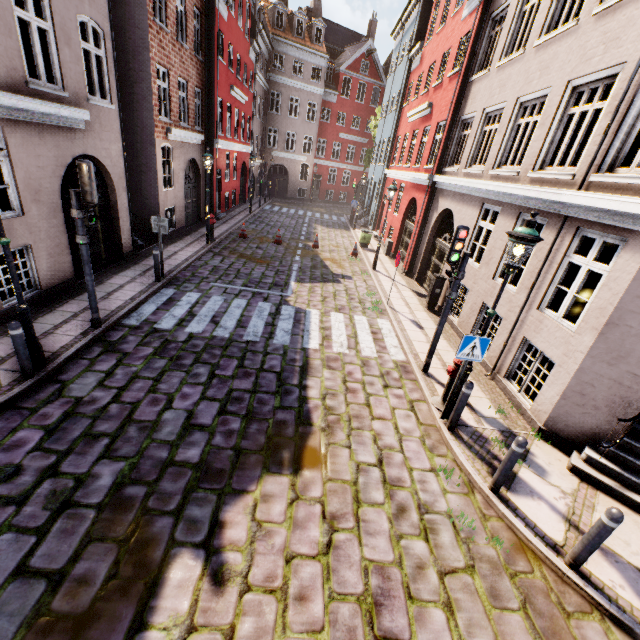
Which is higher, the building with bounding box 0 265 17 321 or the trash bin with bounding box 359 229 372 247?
the trash bin with bounding box 359 229 372 247

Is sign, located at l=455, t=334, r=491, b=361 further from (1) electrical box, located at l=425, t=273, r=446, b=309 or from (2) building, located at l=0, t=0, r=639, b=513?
(1) electrical box, located at l=425, t=273, r=446, b=309

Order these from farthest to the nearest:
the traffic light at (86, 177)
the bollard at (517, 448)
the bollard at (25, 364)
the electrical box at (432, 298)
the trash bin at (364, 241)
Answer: the trash bin at (364, 241) < the electrical box at (432, 298) < the traffic light at (86, 177) < the bollard at (25, 364) < the bollard at (517, 448)

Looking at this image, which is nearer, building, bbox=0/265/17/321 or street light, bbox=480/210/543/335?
street light, bbox=480/210/543/335

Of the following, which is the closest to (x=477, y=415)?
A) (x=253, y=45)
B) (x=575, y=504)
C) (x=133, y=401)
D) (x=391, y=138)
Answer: (x=575, y=504)

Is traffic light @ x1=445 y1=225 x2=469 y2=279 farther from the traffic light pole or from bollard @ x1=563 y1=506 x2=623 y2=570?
the traffic light pole

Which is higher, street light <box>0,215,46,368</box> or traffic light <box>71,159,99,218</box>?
traffic light <box>71,159,99,218</box>

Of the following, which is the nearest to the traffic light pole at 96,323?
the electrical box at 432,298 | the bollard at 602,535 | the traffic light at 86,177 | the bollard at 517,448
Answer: the traffic light at 86,177
